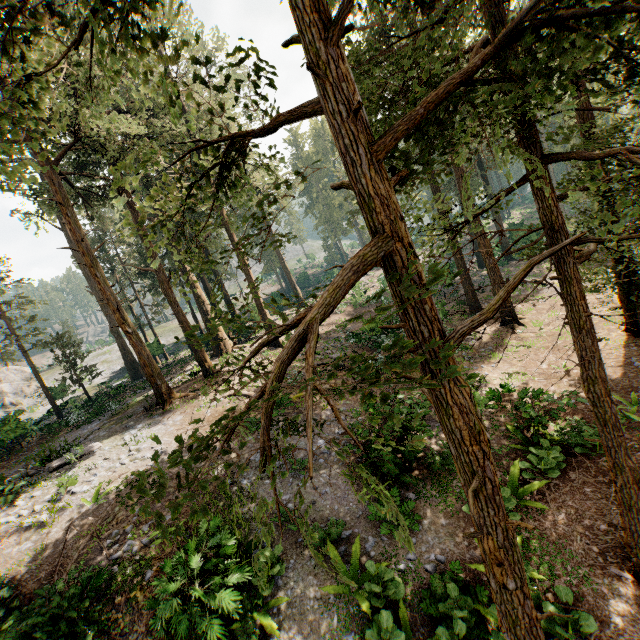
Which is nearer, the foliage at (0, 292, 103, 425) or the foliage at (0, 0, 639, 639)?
the foliage at (0, 0, 639, 639)

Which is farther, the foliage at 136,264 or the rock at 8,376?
the rock at 8,376

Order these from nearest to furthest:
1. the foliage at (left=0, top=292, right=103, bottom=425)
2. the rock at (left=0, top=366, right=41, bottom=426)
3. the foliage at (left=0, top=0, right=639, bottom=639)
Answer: the foliage at (left=0, top=0, right=639, bottom=639), the foliage at (left=0, top=292, right=103, bottom=425), the rock at (left=0, top=366, right=41, bottom=426)

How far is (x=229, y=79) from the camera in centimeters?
390cm

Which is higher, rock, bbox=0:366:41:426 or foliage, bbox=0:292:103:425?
foliage, bbox=0:292:103:425

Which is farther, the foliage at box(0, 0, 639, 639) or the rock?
the rock

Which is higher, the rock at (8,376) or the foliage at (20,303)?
the foliage at (20,303)
